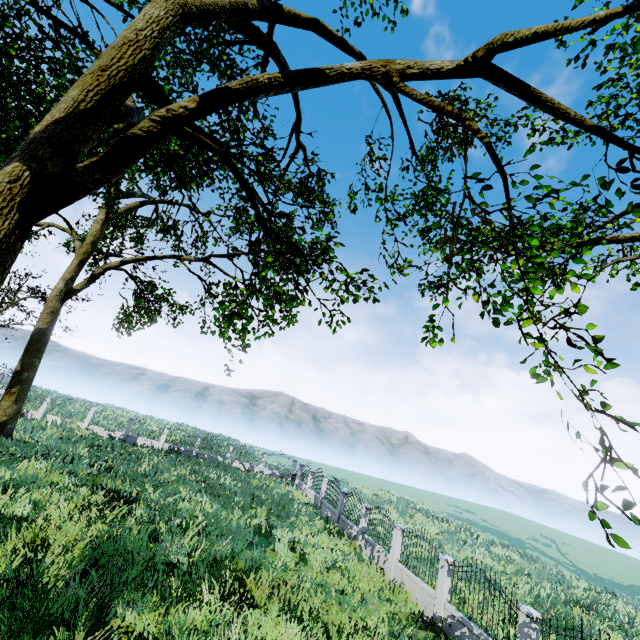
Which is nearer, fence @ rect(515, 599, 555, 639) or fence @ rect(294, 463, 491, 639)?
fence @ rect(515, 599, 555, 639)

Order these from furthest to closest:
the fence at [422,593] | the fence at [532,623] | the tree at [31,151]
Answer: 1. the fence at [422,593]
2. the fence at [532,623]
3. the tree at [31,151]

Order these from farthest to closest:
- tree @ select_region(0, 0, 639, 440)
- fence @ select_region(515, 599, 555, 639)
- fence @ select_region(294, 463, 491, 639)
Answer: fence @ select_region(294, 463, 491, 639)
fence @ select_region(515, 599, 555, 639)
tree @ select_region(0, 0, 639, 440)

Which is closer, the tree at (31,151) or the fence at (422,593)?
the tree at (31,151)

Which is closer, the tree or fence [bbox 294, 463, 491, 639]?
the tree

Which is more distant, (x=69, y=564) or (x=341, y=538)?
(x=341, y=538)

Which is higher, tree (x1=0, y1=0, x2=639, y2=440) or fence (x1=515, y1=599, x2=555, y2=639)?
tree (x1=0, y1=0, x2=639, y2=440)
